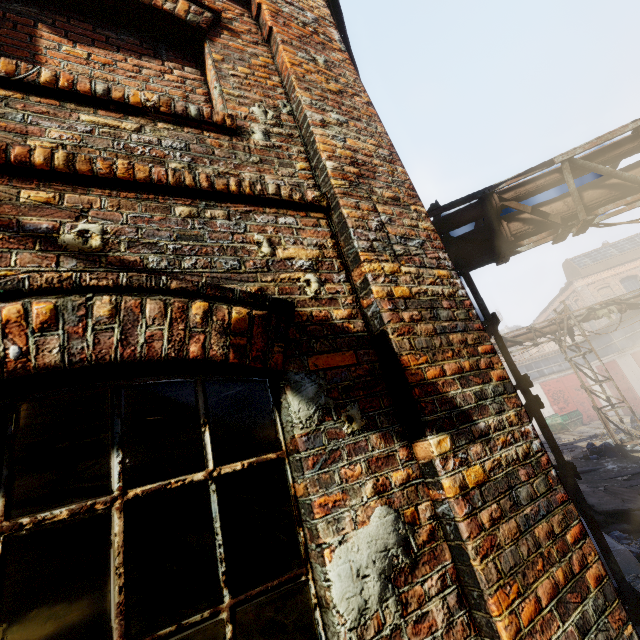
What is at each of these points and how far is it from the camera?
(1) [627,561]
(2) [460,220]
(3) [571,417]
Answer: (1) building, 4.6 meters
(2) pipe, 5.1 meters
(3) container, 26.2 meters

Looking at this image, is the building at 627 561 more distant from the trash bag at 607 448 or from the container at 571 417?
the container at 571 417

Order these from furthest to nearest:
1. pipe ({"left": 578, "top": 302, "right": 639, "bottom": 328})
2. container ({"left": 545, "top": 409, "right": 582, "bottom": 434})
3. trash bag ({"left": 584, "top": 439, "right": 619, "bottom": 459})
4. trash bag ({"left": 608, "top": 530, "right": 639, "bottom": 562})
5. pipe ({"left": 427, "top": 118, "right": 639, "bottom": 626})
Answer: container ({"left": 545, "top": 409, "right": 582, "bottom": 434})
pipe ({"left": 578, "top": 302, "right": 639, "bottom": 328})
trash bag ({"left": 584, "top": 439, "right": 619, "bottom": 459})
trash bag ({"left": 608, "top": 530, "right": 639, "bottom": 562})
pipe ({"left": 427, "top": 118, "right": 639, "bottom": 626})

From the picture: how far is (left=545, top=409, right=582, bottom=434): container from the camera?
25.7 meters

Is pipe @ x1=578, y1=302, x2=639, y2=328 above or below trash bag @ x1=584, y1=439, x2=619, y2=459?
above

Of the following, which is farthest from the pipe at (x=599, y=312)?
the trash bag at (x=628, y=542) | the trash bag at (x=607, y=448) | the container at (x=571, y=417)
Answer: the container at (x=571, y=417)

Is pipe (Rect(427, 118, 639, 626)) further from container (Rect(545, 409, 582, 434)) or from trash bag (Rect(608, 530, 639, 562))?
container (Rect(545, 409, 582, 434))

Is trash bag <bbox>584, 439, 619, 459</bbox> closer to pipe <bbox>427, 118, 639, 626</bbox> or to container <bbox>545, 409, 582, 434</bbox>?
pipe <bbox>427, 118, 639, 626</bbox>
